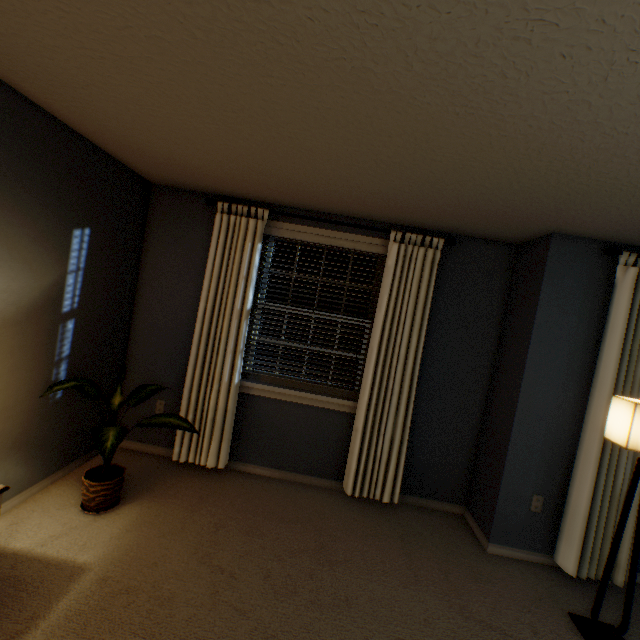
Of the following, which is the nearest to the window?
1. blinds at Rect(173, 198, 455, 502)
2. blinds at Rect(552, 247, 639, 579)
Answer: blinds at Rect(173, 198, 455, 502)

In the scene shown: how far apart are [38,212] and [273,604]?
2.6m

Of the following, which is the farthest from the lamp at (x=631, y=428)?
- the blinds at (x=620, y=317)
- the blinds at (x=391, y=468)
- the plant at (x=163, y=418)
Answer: the plant at (x=163, y=418)

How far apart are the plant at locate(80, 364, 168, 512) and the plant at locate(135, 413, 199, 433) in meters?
0.2 m

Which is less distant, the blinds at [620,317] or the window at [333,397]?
the blinds at [620,317]

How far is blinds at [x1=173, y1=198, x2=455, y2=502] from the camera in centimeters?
272cm

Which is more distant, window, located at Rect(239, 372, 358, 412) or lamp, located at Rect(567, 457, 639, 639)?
window, located at Rect(239, 372, 358, 412)

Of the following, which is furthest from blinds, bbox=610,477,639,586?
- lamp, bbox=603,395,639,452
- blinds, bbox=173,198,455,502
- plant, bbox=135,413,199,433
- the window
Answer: plant, bbox=135,413,199,433
